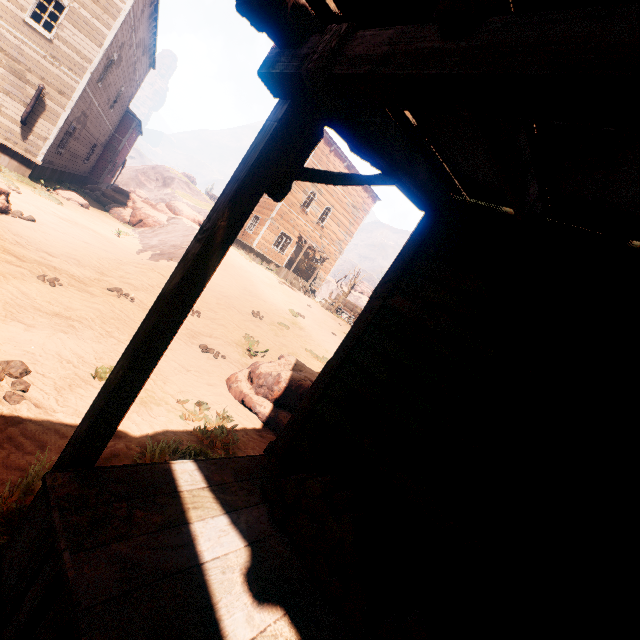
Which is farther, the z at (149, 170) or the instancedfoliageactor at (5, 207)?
the z at (149, 170)

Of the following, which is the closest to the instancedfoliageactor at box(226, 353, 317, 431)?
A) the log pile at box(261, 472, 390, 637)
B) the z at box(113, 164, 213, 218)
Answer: the z at box(113, 164, 213, 218)

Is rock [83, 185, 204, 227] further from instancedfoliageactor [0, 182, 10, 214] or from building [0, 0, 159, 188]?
instancedfoliageactor [0, 182, 10, 214]

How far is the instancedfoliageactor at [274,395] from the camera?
6.5m

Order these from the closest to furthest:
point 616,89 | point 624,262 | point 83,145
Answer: point 616,89 < point 624,262 < point 83,145

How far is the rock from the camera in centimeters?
1981cm

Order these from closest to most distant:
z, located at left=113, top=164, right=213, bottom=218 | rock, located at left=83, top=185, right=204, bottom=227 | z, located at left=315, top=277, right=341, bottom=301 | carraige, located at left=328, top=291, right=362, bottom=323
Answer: rock, located at left=83, top=185, right=204, bottom=227 → carraige, located at left=328, top=291, right=362, bottom=323 → z, located at left=113, top=164, right=213, bottom=218 → z, located at left=315, top=277, right=341, bottom=301

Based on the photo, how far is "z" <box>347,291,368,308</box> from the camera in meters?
54.0
